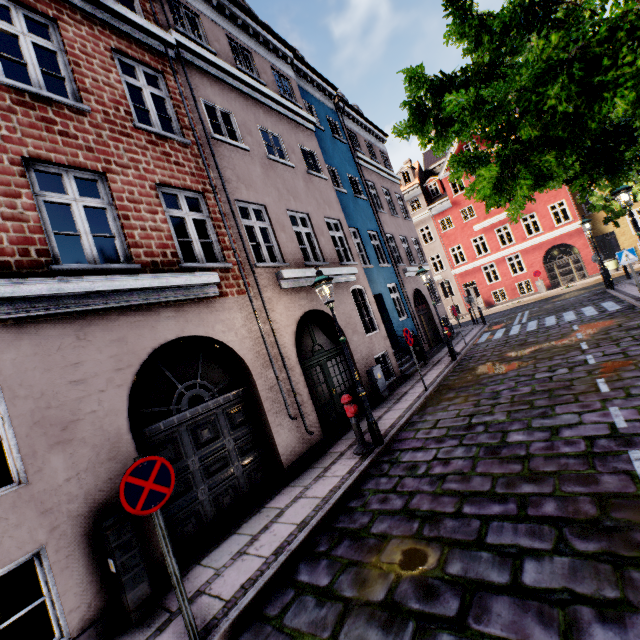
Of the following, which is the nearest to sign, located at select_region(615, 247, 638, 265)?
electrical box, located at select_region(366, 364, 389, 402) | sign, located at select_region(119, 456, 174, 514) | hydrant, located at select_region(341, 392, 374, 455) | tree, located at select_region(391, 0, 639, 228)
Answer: tree, located at select_region(391, 0, 639, 228)

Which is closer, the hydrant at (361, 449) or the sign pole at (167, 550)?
the sign pole at (167, 550)

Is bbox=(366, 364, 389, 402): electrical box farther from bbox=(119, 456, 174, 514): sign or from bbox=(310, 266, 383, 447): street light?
bbox=(119, 456, 174, 514): sign

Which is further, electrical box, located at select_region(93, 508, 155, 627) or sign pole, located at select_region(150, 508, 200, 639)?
electrical box, located at select_region(93, 508, 155, 627)

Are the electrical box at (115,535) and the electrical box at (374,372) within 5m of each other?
no

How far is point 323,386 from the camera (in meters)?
8.84

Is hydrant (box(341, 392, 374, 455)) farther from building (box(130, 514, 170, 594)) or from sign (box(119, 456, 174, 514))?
sign (box(119, 456, 174, 514))

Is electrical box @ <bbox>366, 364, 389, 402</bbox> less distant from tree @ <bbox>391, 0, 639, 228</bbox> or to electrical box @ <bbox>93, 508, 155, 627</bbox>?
tree @ <bbox>391, 0, 639, 228</bbox>
